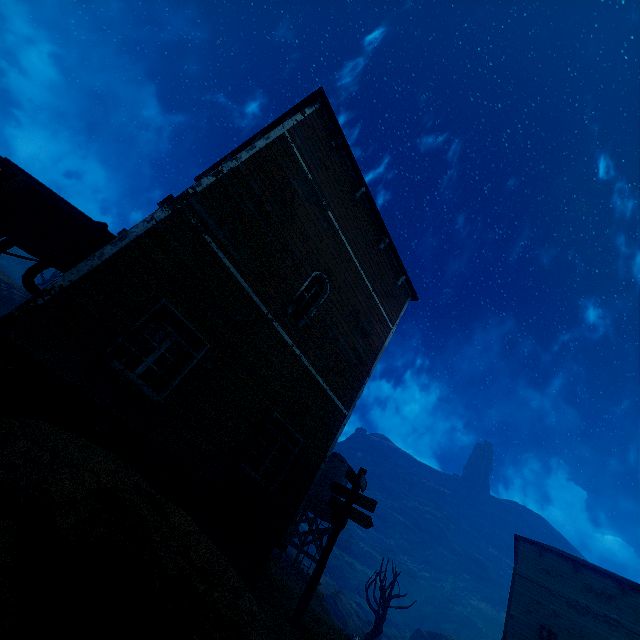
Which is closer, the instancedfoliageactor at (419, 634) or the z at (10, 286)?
the z at (10, 286)

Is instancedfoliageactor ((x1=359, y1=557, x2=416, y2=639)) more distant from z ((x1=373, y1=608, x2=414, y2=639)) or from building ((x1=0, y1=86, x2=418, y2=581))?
z ((x1=373, y1=608, x2=414, y2=639))

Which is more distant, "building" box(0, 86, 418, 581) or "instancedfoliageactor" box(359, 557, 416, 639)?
"instancedfoliageactor" box(359, 557, 416, 639)

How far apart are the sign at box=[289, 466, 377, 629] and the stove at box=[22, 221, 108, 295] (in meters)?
7.21

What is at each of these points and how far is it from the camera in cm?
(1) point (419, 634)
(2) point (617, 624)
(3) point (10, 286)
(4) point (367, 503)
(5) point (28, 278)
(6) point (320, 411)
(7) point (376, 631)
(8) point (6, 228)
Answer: (1) instancedfoliageactor, 4266
(2) building, 1728
(3) z, 2648
(4) sign, 763
(5) stove, 573
(6) building, 971
(7) instancedfoliageactor, 2273
(8) building, 839

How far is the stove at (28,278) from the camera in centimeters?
575cm

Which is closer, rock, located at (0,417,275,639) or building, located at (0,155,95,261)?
rock, located at (0,417,275,639)

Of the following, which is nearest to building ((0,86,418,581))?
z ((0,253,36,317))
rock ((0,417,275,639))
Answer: rock ((0,417,275,639))
